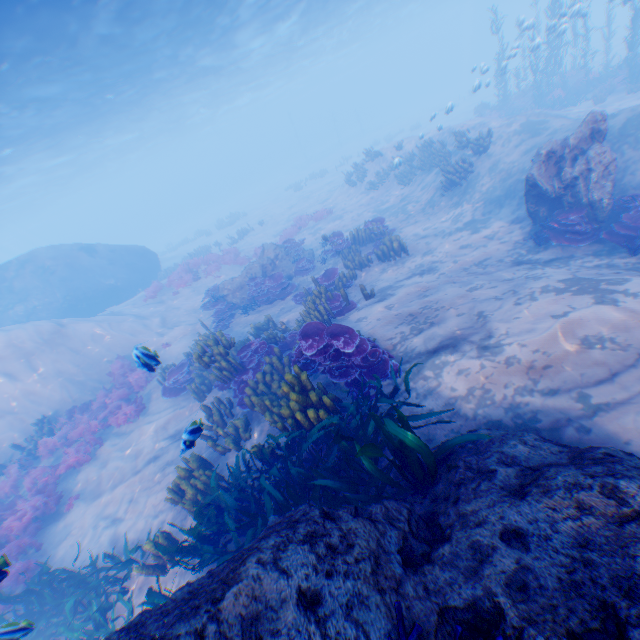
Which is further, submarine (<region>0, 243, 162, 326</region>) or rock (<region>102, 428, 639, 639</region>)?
submarine (<region>0, 243, 162, 326</region>)

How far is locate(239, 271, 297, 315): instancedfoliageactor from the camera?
14.2 meters

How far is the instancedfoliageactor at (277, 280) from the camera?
14.23m

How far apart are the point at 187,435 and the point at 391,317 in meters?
5.4

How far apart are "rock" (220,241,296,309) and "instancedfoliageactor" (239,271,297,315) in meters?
0.0

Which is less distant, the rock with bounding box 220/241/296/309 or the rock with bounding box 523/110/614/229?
the rock with bounding box 523/110/614/229

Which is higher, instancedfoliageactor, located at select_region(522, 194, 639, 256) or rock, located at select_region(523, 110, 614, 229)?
rock, located at select_region(523, 110, 614, 229)

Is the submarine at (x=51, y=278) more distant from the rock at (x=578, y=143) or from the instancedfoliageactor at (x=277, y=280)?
the instancedfoliageactor at (x=277, y=280)
